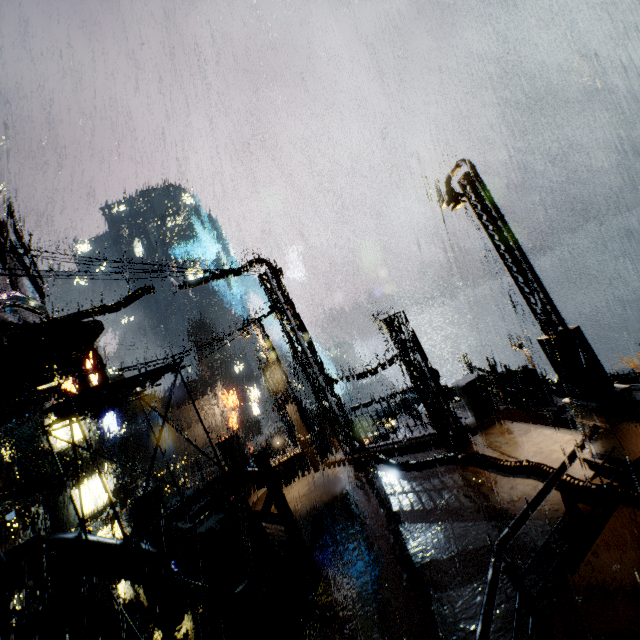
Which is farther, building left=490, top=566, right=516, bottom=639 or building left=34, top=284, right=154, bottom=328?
building left=34, top=284, right=154, bottom=328

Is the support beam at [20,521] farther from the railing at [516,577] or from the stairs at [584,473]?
the railing at [516,577]

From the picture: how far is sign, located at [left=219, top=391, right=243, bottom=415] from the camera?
40.1 meters

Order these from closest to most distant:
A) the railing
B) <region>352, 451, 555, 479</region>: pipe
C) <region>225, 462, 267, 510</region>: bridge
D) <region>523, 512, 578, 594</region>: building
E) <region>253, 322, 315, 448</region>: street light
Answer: the railing < <region>523, 512, 578, 594</region>: building < <region>352, 451, 555, 479</region>: pipe < <region>225, 462, 267, 510</region>: bridge < <region>253, 322, 315, 448</region>: street light

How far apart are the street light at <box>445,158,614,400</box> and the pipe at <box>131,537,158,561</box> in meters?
11.8

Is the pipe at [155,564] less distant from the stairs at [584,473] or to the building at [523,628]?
the building at [523,628]

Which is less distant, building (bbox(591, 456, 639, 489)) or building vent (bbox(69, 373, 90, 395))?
building (bbox(591, 456, 639, 489))

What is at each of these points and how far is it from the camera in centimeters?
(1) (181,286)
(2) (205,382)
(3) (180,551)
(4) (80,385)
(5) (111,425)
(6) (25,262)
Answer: (1) building, 1259cm
(2) building, 4278cm
(3) bridge, 1130cm
(4) building vent, 1155cm
(5) sign, 3322cm
(6) building vent, 1019cm
